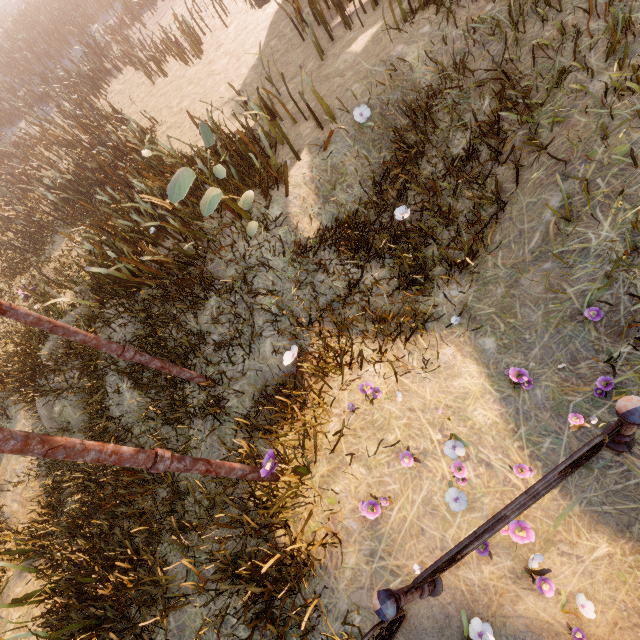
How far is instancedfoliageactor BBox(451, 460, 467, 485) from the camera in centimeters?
287cm

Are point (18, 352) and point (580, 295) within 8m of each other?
no

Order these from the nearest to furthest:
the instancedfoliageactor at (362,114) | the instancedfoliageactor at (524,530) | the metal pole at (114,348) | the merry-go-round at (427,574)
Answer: the merry-go-round at (427,574)
the instancedfoliageactor at (524,530)
the metal pole at (114,348)
the instancedfoliageactor at (362,114)

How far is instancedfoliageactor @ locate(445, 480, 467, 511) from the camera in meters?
2.7 m

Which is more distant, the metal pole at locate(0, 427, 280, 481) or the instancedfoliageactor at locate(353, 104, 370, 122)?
the instancedfoliageactor at locate(353, 104, 370, 122)

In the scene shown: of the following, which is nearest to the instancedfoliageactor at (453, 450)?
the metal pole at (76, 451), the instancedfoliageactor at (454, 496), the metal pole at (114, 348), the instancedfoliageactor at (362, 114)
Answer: the instancedfoliageactor at (454, 496)

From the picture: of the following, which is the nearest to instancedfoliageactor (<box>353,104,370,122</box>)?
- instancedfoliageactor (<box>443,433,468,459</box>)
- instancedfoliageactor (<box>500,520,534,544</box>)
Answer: instancedfoliageactor (<box>443,433,468,459</box>)

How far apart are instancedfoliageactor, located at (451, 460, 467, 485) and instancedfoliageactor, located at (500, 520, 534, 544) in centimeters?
49cm
